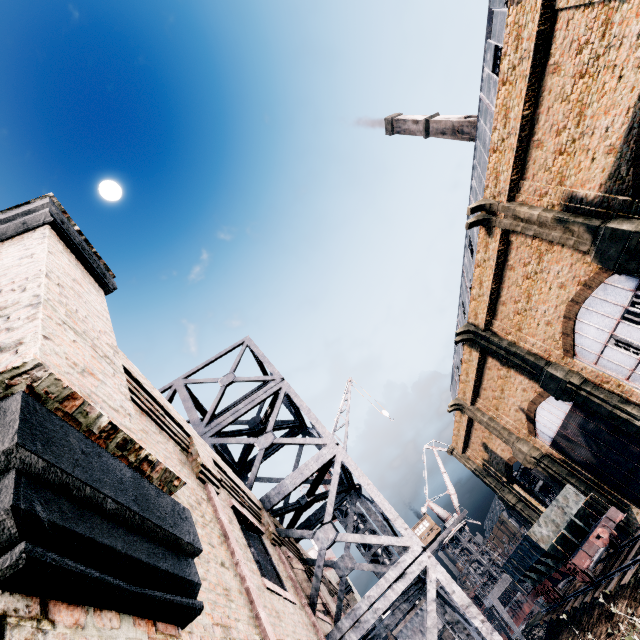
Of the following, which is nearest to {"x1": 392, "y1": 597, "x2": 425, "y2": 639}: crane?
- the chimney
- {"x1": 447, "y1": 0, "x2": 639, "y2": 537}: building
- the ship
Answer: {"x1": 447, "y1": 0, "x2": 639, "y2": 537}: building

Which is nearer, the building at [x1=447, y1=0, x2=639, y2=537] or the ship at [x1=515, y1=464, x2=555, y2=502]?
the building at [x1=447, y1=0, x2=639, y2=537]

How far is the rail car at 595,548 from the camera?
19.9m

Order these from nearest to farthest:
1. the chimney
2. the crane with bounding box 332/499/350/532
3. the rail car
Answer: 1. the crane with bounding box 332/499/350/532
2. the rail car
3. the chimney

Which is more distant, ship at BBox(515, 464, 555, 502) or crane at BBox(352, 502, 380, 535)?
ship at BBox(515, 464, 555, 502)

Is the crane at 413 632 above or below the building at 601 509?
above

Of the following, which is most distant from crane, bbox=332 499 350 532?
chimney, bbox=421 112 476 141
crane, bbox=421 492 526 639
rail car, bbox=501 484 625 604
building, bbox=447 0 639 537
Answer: chimney, bbox=421 112 476 141

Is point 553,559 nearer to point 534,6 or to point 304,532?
point 304,532
